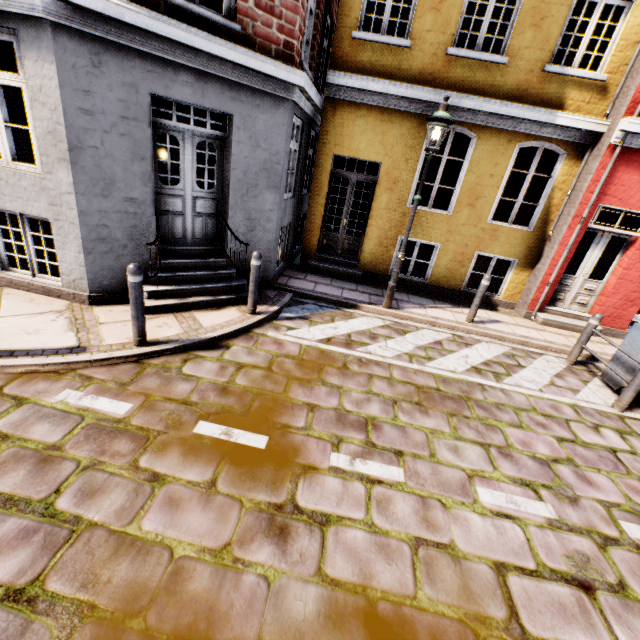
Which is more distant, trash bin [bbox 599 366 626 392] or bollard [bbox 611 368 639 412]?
trash bin [bbox 599 366 626 392]

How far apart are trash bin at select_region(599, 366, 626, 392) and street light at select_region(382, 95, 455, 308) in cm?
402

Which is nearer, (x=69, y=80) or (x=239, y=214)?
(x=69, y=80)

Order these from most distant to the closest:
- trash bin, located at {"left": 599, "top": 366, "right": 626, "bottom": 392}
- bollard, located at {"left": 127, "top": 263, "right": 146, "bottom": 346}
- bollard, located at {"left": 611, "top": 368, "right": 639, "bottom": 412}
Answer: trash bin, located at {"left": 599, "top": 366, "right": 626, "bottom": 392} < bollard, located at {"left": 611, "top": 368, "right": 639, "bottom": 412} < bollard, located at {"left": 127, "top": 263, "right": 146, "bottom": 346}

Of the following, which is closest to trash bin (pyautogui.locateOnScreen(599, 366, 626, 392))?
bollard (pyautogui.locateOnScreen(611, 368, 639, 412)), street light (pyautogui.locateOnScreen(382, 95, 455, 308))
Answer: bollard (pyautogui.locateOnScreen(611, 368, 639, 412))

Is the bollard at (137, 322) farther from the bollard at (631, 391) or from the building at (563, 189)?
the building at (563, 189)

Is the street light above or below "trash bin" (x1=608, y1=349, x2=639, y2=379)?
above

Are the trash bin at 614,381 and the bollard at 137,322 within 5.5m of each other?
no
